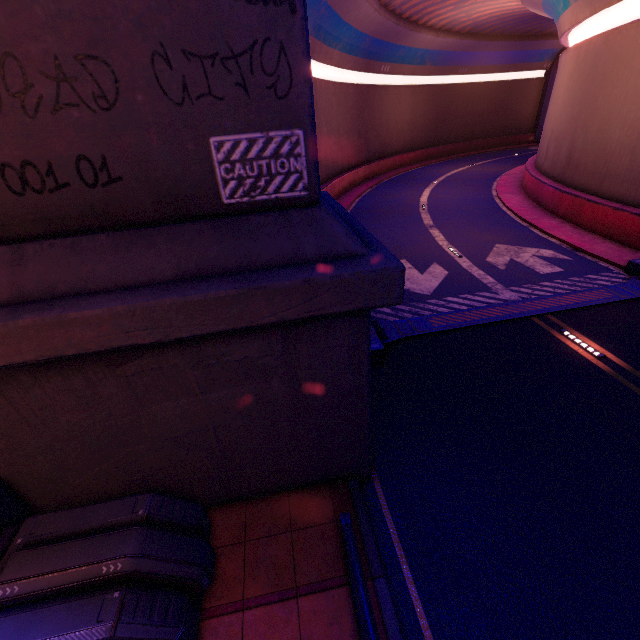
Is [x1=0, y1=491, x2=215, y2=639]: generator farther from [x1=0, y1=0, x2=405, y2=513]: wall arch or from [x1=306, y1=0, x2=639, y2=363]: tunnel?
[x1=306, y1=0, x2=639, y2=363]: tunnel

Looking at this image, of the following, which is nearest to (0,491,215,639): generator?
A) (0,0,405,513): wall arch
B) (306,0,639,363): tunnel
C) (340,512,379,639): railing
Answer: (0,0,405,513): wall arch

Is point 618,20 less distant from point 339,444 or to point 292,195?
point 292,195

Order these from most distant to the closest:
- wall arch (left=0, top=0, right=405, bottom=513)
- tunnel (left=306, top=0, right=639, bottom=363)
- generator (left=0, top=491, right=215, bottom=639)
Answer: tunnel (left=306, top=0, right=639, bottom=363) → generator (left=0, top=491, right=215, bottom=639) → wall arch (left=0, top=0, right=405, bottom=513)

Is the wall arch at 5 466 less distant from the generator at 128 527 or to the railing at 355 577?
the generator at 128 527

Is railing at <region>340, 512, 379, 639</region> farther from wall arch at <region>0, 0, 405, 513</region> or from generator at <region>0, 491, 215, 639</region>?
generator at <region>0, 491, 215, 639</region>

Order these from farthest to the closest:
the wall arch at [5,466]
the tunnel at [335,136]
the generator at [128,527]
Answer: the tunnel at [335,136]
the generator at [128,527]
the wall arch at [5,466]

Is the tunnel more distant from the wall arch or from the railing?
the railing
